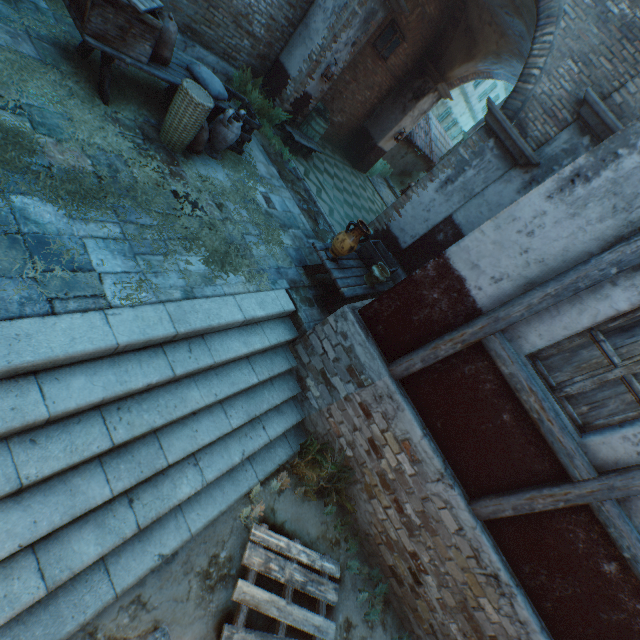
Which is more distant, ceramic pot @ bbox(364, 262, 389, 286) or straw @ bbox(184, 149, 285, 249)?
ceramic pot @ bbox(364, 262, 389, 286)

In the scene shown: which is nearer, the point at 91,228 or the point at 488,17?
the point at 91,228

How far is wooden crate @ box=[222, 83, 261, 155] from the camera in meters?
6.1

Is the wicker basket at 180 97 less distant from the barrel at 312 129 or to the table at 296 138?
the table at 296 138

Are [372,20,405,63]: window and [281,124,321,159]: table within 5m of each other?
yes

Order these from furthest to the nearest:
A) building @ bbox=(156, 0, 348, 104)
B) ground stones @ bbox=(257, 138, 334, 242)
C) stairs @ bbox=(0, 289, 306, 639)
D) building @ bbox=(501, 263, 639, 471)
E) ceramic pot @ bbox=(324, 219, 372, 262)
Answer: ground stones @ bbox=(257, 138, 334, 242)
building @ bbox=(156, 0, 348, 104)
ceramic pot @ bbox=(324, 219, 372, 262)
building @ bbox=(501, 263, 639, 471)
stairs @ bbox=(0, 289, 306, 639)

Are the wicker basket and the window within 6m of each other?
no

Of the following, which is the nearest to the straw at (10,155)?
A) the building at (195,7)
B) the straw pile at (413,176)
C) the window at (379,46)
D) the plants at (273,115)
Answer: the building at (195,7)
